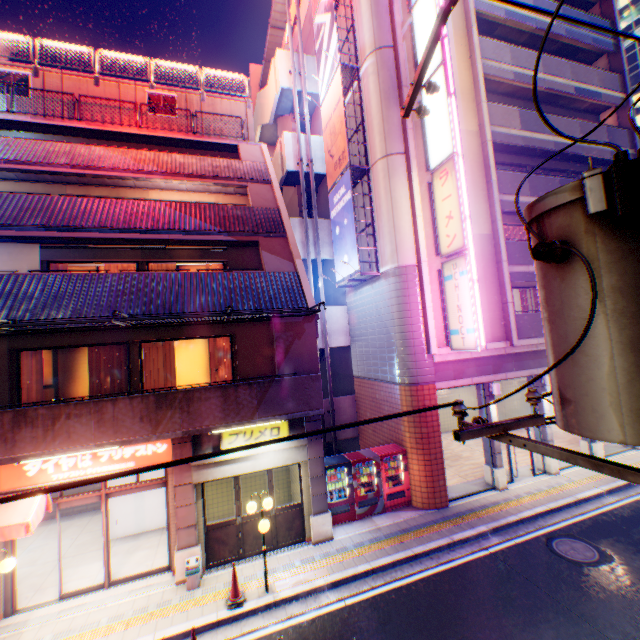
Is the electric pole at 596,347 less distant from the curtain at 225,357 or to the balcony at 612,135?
the curtain at 225,357

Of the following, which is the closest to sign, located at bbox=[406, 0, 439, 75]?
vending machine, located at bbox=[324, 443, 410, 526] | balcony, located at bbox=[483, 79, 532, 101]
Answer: balcony, located at bbox=[483, 79, 532, 101]

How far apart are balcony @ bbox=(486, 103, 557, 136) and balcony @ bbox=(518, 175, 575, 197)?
1.97m

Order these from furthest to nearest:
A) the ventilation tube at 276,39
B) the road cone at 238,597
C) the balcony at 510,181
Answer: the ventilation tube at 276,39, the balcony at 510,181, the road cone at 238,597

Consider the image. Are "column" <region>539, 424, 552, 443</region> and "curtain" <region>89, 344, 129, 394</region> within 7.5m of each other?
no

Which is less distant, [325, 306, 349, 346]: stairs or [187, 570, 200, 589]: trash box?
[187, 570, 200, 589]: trash box

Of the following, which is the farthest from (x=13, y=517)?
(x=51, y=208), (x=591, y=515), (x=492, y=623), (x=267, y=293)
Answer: (x=591, y=515)

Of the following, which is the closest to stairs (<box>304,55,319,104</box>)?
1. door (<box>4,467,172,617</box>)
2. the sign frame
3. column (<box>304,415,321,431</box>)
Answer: the sign frame
